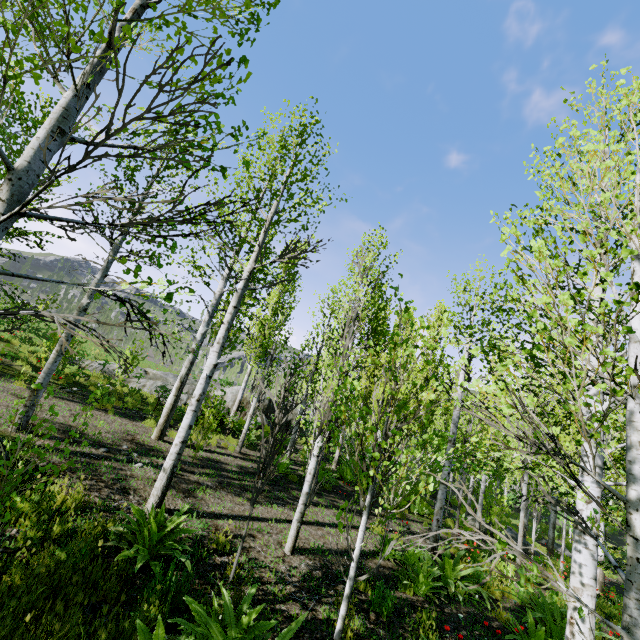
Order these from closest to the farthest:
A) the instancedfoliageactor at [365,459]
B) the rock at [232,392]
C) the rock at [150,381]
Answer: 1. the instancedfoliageactor at [365,459]
2. the rock at [150,381]
3. the rock at [232,392]

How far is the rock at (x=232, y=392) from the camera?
18.55m

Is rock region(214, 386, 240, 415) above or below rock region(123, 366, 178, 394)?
above

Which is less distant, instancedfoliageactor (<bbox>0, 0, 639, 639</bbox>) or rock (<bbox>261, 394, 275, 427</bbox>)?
instancedfoliageactor (<bbox>0, 0, 639, 639</bbox>)

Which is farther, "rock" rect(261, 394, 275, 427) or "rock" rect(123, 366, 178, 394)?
"rock" rect(261, 394, 275, 427)

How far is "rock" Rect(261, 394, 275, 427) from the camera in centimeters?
1888cm

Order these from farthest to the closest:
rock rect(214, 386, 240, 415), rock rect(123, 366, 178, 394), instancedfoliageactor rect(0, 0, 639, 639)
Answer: rock rect(214, 386, 240, 415)
rock rect(123, 366, 178, 394)
instancedfoliageactor rect(0, 0, 639, 639)

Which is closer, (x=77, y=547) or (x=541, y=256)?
(x=541, y=256)
